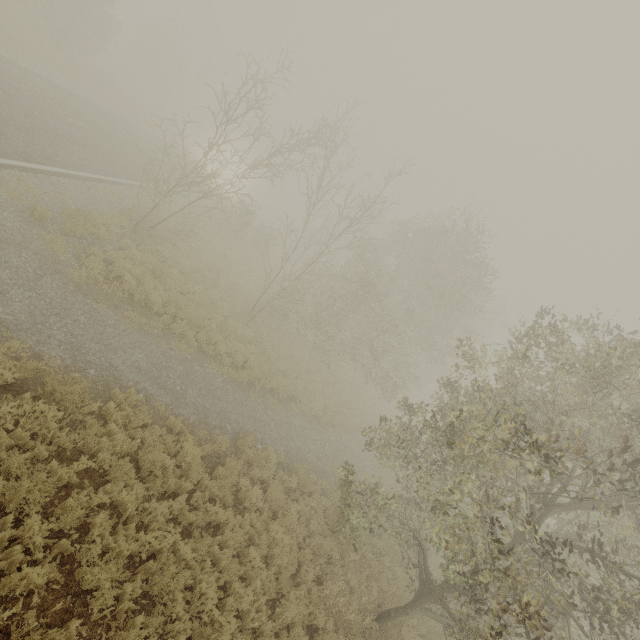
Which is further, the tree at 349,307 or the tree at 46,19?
the tree at 46,19

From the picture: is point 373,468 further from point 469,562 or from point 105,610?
point 105,610

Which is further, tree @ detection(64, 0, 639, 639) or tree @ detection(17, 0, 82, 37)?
tree @ detection(17, 0, 82, 37)
